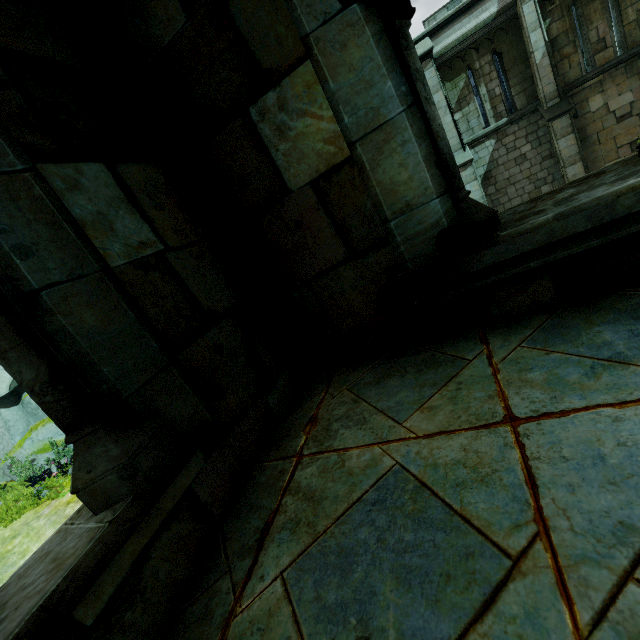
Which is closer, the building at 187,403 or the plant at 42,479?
the building at 187,403

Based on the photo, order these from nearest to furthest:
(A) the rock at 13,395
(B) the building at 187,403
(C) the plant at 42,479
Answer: (B) the building at 187,403 < (C) the plant at 42,479 < (A) the rock at 13,395

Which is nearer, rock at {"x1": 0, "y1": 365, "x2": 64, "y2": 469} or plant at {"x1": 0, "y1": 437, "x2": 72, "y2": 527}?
plant at {"x1": 0, "y1": 437, "x2": 72, "y2": 527}

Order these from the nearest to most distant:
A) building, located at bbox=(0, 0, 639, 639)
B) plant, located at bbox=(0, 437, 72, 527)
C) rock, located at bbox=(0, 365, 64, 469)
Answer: building, located at bbox=(0, 0, 639, 639), plant, located at bbox=(0, 437, 72, 527), rock, located at bbox=(0, 365, 64, 469)

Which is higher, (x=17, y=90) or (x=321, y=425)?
(x=17, y=90)

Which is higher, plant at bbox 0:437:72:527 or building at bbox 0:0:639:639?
building at bbox 0:0:639:639

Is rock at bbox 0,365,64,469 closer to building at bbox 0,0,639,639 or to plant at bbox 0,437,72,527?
plant at bbox 0,437,72,527
